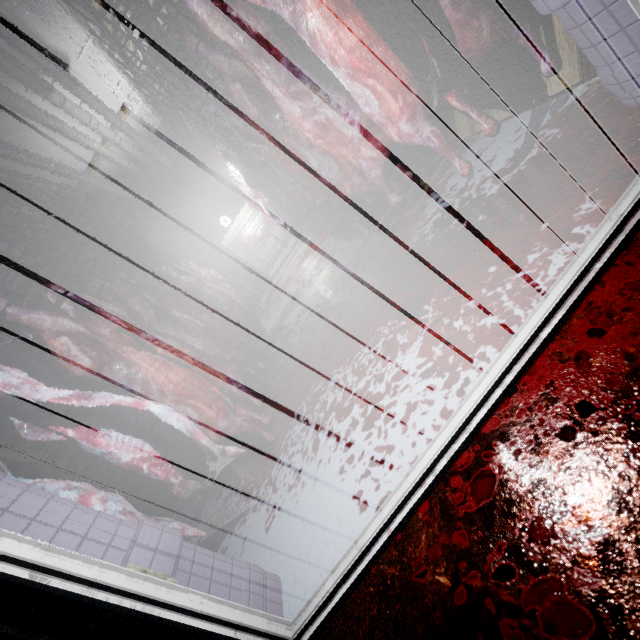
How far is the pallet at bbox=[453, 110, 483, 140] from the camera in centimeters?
225cm

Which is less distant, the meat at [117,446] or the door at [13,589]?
the door at [13,589]

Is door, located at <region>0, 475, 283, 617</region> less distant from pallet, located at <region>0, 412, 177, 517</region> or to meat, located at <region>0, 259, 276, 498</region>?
meat, located at <region>0, 259, 276, 498</region>

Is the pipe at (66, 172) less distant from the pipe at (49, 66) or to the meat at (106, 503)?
the pipe at (49, 66)

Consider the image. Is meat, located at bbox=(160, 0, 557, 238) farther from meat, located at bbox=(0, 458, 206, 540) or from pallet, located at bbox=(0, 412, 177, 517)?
pallet, located at bbox=(0, 412, 177, 517)

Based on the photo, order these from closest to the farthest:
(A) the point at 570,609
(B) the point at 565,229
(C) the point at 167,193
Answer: (A) the point at 570,609 < (B) the point at 565,229 < (C) the point at 167,193

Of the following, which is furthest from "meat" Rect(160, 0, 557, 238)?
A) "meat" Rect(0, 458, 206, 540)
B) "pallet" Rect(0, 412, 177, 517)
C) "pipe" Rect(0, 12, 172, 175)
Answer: "pallet" Rect(0, 412, 177, 517)

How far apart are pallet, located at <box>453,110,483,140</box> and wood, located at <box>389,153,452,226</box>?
0.1 meters
